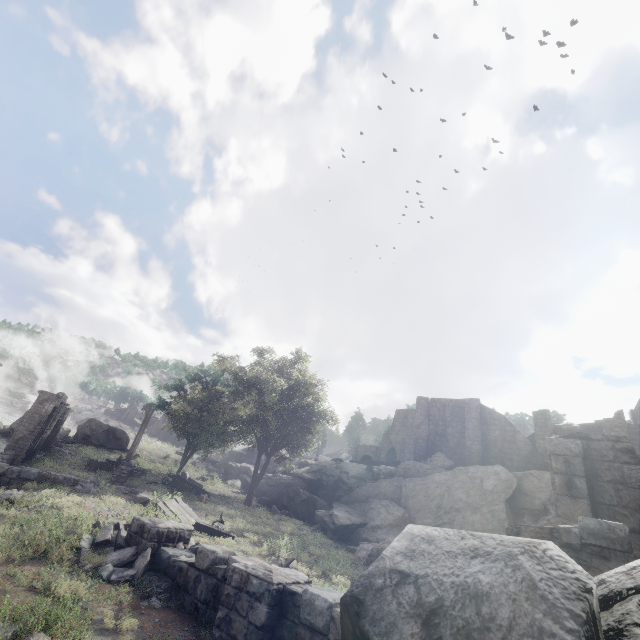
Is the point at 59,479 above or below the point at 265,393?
below

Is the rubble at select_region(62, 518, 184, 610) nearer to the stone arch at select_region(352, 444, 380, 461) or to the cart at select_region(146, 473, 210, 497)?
the cart at select_region(146, 473, 210, 497)

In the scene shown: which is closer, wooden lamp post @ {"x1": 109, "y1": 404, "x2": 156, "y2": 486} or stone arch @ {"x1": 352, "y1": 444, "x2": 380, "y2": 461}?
wooden lamp post @ {"x1": 109, "y1": 404, "x2": 156, "y2": 486}

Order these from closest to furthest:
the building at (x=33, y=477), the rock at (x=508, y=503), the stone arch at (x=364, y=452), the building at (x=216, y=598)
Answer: the building at (x=216, y=598) → the building at (x=33, y=477) → the rock at (x=508, y=503) → the stone arch at (x=364, y=452)

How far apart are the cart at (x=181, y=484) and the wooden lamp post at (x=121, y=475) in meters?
2.9 m

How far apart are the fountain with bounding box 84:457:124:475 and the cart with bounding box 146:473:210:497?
1.93m

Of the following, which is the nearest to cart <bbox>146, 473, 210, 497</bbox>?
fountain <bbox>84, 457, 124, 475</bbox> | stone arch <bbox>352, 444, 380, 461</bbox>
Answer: fountain <bbox>84, 457, 124, 475</bbox>

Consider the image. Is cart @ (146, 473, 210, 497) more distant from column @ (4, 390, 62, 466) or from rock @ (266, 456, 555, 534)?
rock @ (266, 456, 555, 534)
